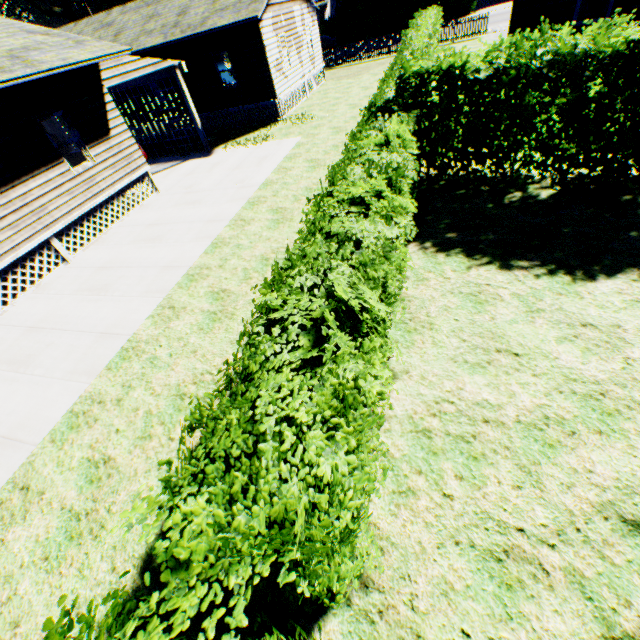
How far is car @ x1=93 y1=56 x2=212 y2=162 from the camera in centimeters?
1147cm

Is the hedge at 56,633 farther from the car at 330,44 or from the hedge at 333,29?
the hedge at 333,29

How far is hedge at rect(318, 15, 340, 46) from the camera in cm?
3928

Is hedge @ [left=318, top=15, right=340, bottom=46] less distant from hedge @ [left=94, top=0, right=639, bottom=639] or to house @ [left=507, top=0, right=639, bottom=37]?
house @ [left=507, top=0, right=639, bottom=37]

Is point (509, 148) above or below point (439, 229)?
above

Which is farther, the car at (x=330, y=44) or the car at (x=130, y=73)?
the car at (x=330, y=44)

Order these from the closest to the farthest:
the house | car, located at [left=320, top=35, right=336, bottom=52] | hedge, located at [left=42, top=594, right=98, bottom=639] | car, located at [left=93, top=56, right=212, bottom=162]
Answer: hedge, located at [left=42, top=594, right=98, bottom=639], the house, car, located at [left=93, top=56, right=212, bottom=162], car, located at [left=320, top=35, right=336, bottom=52]

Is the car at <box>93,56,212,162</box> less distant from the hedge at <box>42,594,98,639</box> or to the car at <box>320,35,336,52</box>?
the hedge at <box>42,594,98,639</box>
